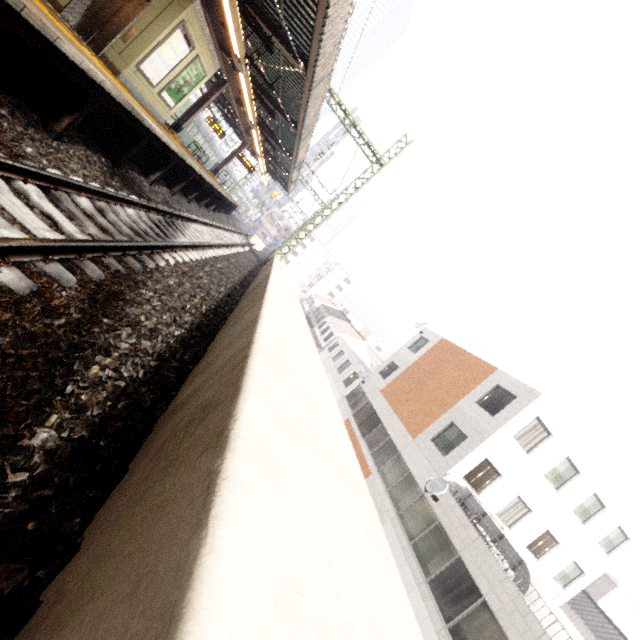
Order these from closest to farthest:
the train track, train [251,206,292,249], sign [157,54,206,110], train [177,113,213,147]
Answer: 1. the train track
2. sign [157,54,206,110]
3. train [177,113,213,147]
4. train [251,206,292,249]

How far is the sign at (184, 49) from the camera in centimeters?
864cm

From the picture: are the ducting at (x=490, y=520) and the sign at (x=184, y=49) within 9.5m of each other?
no

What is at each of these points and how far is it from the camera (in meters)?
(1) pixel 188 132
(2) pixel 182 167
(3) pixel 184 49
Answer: (1) train, 33.94
(2) platform underside, 9.68
(3) sign, 9.50

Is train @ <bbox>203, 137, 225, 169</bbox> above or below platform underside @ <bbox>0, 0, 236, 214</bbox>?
above

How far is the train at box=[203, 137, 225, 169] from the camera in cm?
4094

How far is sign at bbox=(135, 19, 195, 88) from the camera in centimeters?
864cm

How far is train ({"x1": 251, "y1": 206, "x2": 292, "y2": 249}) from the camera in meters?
38.4
